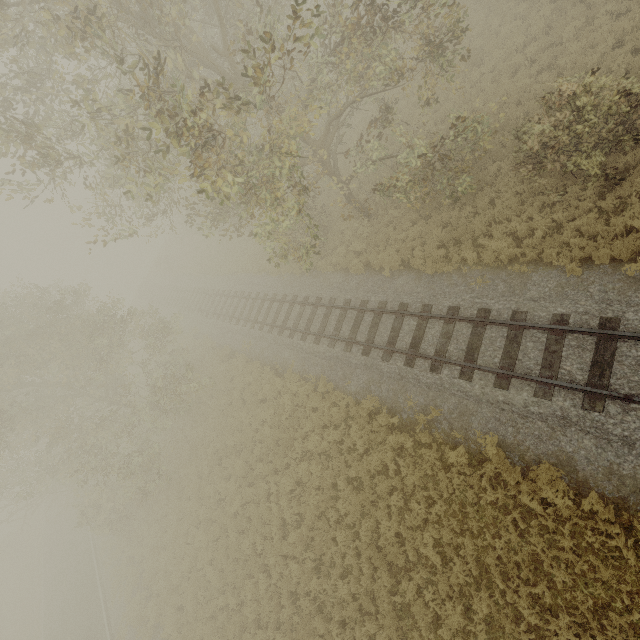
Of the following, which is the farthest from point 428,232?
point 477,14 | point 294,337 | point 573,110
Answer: point 477,14
